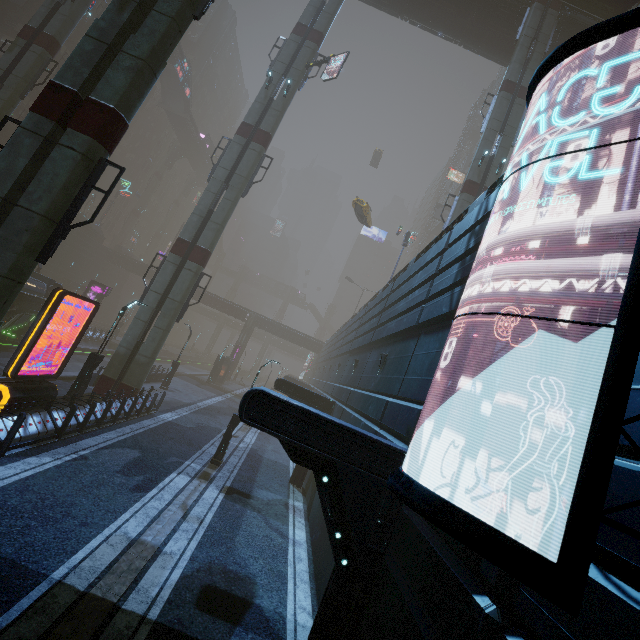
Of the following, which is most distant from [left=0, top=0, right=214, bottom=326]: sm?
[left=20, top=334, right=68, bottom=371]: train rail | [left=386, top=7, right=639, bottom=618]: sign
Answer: [left=386, top=7, right=639, bottom=618]: sign

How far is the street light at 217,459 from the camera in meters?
15.3

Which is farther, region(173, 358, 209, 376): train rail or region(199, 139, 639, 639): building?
region(173, 358, 209, 376): train rail

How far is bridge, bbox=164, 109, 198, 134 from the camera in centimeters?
5628cm

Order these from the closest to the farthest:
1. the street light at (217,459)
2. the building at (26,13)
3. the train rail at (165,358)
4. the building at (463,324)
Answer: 1. the building at (463,324)
2. the street light at (217,459)
3. the building at (26,13)
4. the train rail at (165,358)

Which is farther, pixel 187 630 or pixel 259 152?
pixel 259 152

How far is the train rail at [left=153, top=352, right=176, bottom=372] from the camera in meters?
45.6

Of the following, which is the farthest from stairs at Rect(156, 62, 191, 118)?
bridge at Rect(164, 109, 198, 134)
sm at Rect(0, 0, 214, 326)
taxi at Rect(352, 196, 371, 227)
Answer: taxi at Rect(352, 196, 371, 227)
